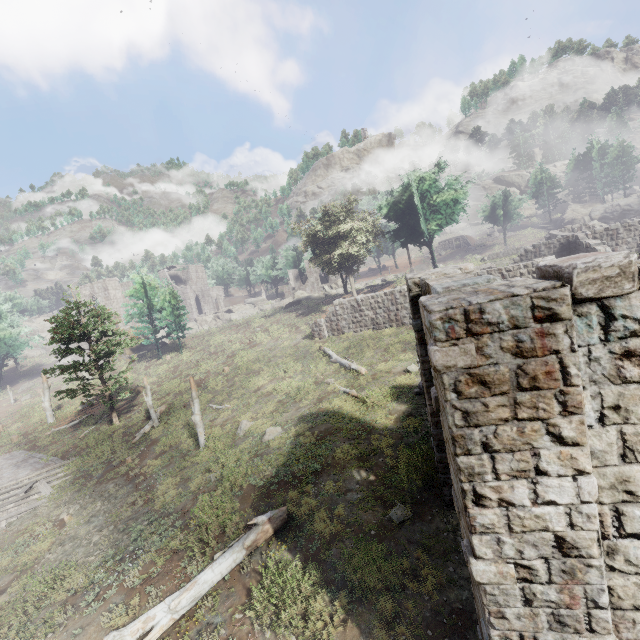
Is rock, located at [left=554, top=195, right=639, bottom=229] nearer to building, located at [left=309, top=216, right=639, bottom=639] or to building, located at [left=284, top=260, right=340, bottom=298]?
building, located at [left=309, top=216, right=639, bottom=639]

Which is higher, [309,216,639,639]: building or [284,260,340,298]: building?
[284,260,340,298]: building

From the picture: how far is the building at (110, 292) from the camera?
42.09m

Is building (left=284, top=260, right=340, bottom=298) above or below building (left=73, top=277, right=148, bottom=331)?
below

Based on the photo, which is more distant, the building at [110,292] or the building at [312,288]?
the building at [312,288]

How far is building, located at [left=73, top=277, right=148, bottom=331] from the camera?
42.1m

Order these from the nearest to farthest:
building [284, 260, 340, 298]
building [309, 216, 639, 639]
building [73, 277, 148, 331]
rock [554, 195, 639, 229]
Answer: building [309, 216, 639, 639] < building [73, 277, 148, 331] < rock [554, 195, 639, 229] < building [284, 260, 340, 298]

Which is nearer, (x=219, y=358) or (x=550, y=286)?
(x=550, y=286)
